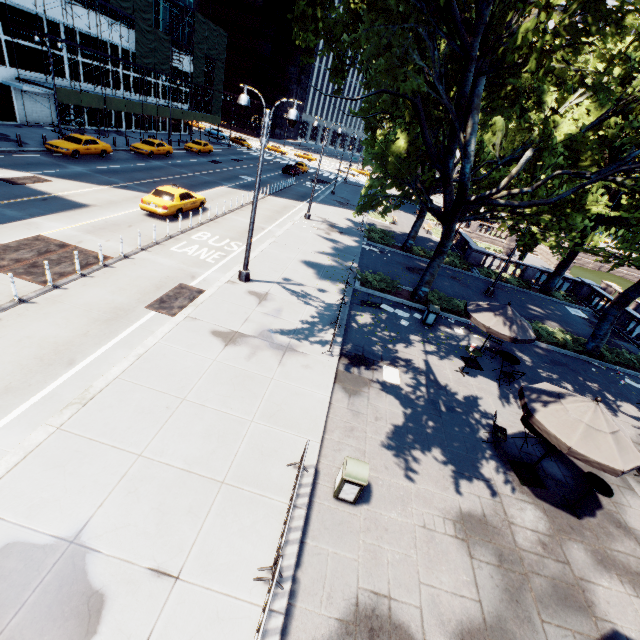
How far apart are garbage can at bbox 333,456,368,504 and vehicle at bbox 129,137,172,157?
36.8m

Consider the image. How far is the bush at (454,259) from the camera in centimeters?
2675cm

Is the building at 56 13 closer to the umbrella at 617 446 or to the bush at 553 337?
the umbrella at 617 446

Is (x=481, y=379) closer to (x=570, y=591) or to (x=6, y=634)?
(x=570, y=591)

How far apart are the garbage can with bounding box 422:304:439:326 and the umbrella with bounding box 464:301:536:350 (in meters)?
1.90

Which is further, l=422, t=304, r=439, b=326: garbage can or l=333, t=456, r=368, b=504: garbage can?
l=422, t=304, r=439, b=326: garbage can

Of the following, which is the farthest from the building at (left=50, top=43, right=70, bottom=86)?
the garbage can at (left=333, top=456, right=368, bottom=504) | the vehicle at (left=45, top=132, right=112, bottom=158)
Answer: the garbage can at (left=333, top=456, right=368, bottom=504)

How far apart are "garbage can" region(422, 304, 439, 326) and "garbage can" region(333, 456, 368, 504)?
10.18m
